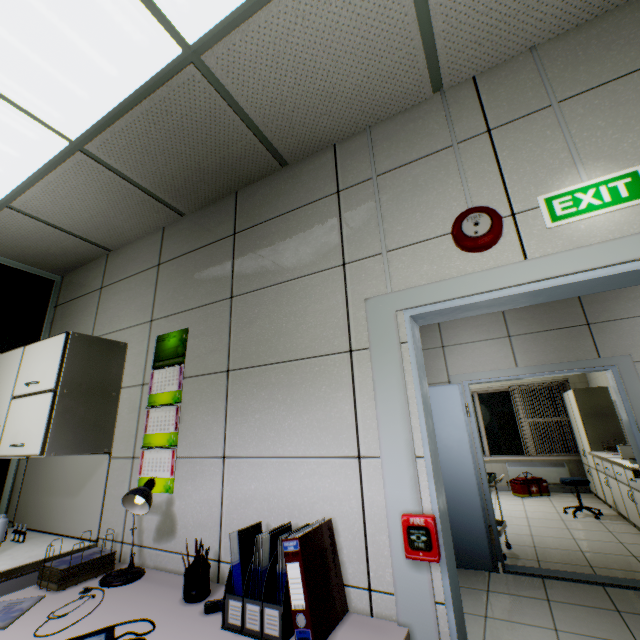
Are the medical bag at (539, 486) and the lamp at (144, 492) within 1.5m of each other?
no

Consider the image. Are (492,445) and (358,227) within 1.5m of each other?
no

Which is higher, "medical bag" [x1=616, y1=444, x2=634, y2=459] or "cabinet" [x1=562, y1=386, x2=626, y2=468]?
"cabinet" [x1=562, y1=386, x2=626, y2=468]

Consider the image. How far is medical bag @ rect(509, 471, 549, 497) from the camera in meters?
6.9 m

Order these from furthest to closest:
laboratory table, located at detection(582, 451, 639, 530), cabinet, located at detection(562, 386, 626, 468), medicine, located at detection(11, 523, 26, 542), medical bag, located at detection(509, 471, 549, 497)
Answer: medical bag, located at detection(509, 471, 549, 497), cabinet, located at detection(562, 386, 626, 468), laboratory table, located at detection(582, 451, 639, 530), medicine, located at detection(11, 523, 26, 542)

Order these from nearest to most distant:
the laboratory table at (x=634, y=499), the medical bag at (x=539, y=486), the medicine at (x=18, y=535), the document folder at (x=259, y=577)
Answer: the document folder at (x=259, y=577)
the medicine at (x=18, y=535)
the laboratory table at (x=634, y=499)
the medical bag at (x=539, y=486)

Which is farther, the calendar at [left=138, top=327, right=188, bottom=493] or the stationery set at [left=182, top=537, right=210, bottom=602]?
the calendar at [left=138, top=327, right=188, bottom=493]

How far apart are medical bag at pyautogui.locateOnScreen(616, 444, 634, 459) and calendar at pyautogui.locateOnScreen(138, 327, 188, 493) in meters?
6.0
